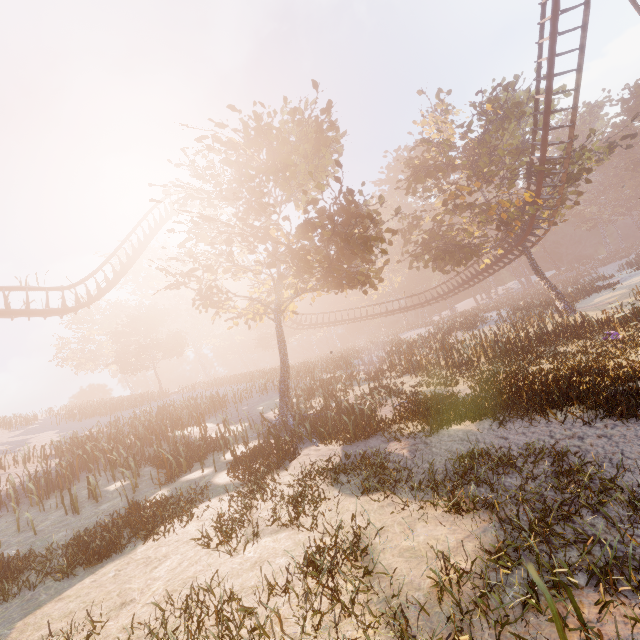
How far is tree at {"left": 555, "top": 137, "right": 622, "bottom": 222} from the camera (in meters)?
20.95

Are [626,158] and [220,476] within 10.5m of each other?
no

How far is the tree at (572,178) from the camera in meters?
21.0 m
